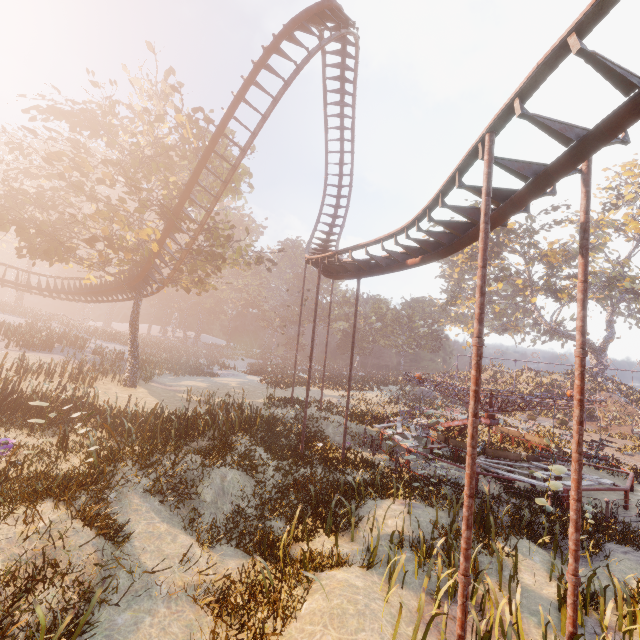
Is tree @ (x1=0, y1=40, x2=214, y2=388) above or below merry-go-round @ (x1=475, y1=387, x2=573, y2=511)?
above

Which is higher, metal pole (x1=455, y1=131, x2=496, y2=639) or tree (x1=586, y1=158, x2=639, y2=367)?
tree (x1=586, y1=158, x2=639, y2=367)

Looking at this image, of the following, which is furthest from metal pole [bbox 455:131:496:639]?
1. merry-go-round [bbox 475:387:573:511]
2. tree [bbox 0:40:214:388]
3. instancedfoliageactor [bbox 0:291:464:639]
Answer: tree [bbox 0:40:214:388]

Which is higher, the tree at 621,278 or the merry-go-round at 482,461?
the tree at 621,278

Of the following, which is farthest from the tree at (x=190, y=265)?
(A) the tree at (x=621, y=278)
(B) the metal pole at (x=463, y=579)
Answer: (A) the tree at (x=621, y=278)

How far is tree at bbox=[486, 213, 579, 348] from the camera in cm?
3691

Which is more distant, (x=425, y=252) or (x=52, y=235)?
(x=52, y=235)

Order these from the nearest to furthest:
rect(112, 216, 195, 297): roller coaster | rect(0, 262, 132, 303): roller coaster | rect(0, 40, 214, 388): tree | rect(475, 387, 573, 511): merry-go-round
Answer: rect(475, 387, 573, 511): merry-go-round → rect(0, 40, 214, 388): tree → rect(112, 216, 195, 297): roller coaster → rect(0, 262, 132, 303): roller coaster
